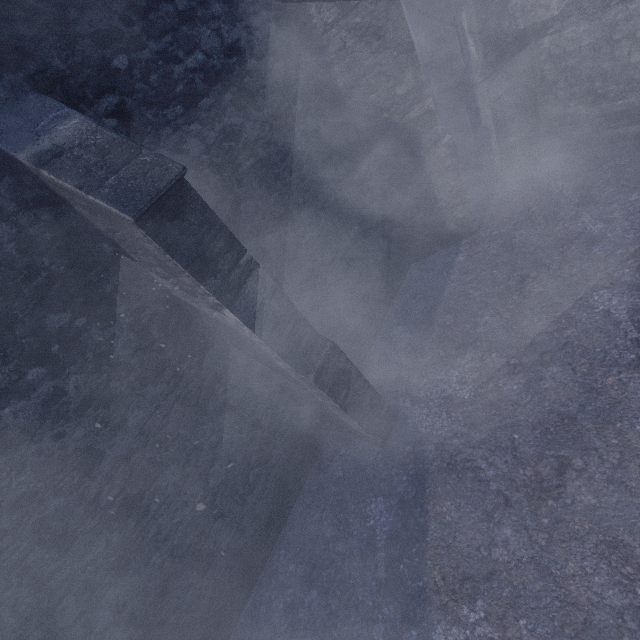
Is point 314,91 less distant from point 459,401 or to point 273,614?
point 459,401
